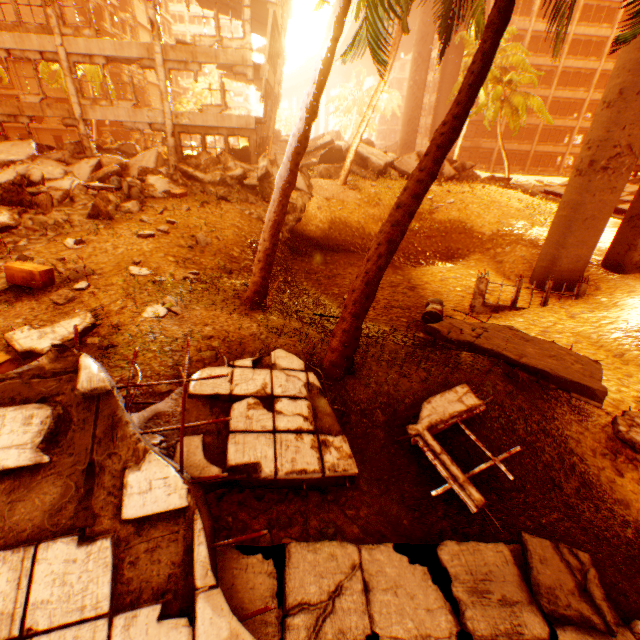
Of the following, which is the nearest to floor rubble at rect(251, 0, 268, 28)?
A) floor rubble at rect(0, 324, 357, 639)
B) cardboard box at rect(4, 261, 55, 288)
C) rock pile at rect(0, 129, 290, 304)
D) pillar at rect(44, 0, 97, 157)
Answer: pillar at rect(44, 0, 97, 157)

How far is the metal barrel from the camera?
9.02m

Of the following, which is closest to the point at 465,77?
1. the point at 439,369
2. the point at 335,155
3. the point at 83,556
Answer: the point at 439,369

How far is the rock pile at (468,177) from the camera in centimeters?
2206cm

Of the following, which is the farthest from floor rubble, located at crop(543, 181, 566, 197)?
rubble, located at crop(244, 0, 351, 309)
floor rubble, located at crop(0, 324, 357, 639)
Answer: floor rubble, located at crop(0, 324, 357, 639)

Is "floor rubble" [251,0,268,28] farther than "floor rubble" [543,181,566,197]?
No

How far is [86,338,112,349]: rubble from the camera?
5.1m

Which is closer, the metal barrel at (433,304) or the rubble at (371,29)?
the rubble at (371,29)
